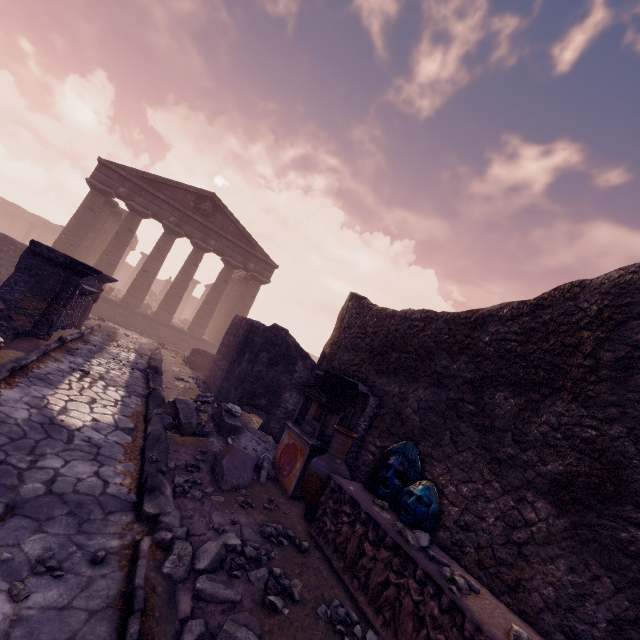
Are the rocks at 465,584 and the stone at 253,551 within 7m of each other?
yes

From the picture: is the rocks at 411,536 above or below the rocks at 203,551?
above

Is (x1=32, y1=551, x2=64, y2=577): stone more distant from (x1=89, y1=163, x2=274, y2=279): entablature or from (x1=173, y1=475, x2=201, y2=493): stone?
(x1=89, y1=163, x2=274, y2=279): entablature

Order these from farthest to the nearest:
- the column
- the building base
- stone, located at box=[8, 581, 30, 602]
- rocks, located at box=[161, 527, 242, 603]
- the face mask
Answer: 1. the building base
2. the column
3. the face mask
4. rocks, located at box=[161, 527, 242, 603]
5. stone, located at box=[8, 581, 30, 602]

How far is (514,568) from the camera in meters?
3.1 m

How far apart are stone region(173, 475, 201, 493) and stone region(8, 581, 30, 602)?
1.95m

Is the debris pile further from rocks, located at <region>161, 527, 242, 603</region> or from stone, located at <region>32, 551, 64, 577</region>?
stone, located at <region>32, 551, 64, 577</region>

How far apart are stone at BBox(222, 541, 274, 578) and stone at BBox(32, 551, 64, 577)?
1.40m
